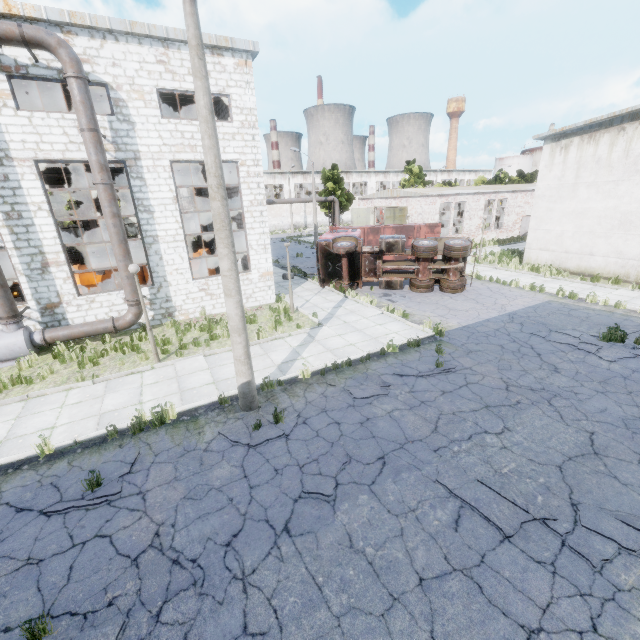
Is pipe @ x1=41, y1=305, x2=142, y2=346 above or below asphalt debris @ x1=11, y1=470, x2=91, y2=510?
above

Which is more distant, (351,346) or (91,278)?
(91,278)

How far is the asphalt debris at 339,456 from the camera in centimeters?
645cm

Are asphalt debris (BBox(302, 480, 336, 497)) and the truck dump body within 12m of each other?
no

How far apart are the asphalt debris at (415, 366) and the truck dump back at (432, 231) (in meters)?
14.85

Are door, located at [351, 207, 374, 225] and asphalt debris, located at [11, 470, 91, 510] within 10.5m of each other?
no

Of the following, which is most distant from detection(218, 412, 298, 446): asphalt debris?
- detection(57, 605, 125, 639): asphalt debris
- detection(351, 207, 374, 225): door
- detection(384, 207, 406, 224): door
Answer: detection(351, 207, 374, 225): door

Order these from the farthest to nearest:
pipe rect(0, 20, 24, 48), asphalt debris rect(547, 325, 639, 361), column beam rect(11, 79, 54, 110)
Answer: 1. column beam rect(11, 79, 54, 110)
2. asphalt debris rect(547, 325, 639, 361)
3. pipe rect(0, 20, 24, 48)
